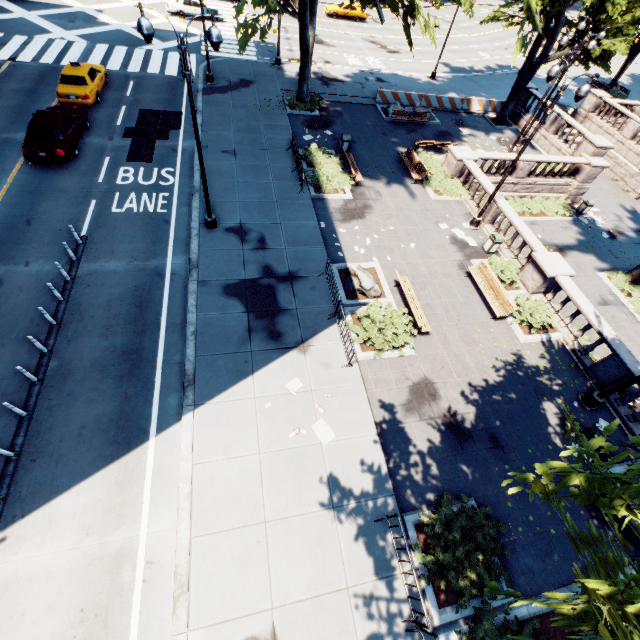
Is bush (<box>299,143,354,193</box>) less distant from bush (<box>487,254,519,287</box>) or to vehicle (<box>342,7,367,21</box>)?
bush (<box>487,254,519,287</box>)

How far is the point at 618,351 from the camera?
12.1 meters

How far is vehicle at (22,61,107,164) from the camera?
15.14m

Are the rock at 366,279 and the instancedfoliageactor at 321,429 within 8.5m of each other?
yes

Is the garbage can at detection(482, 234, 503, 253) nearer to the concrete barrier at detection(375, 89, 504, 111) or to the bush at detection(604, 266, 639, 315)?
the bush at detection(604, 266, 639, 315)

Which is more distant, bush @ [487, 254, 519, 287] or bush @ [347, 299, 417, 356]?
bush @ [487, 254, 519, 287]

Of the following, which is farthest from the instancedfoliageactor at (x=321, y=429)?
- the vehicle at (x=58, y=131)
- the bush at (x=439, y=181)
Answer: the vehicle at (x=58, y=131)

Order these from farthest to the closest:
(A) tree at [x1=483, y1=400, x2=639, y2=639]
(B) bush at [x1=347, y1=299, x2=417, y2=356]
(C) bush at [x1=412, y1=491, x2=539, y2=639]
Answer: Answer: (B) bush at [x1=347, y1=299, x2=417, y2=356], (C) bush at [x1=412, y1=491, x2=539, y2=639], (A) tree at [x1=483, y1=400, x2=639, y2=639]
